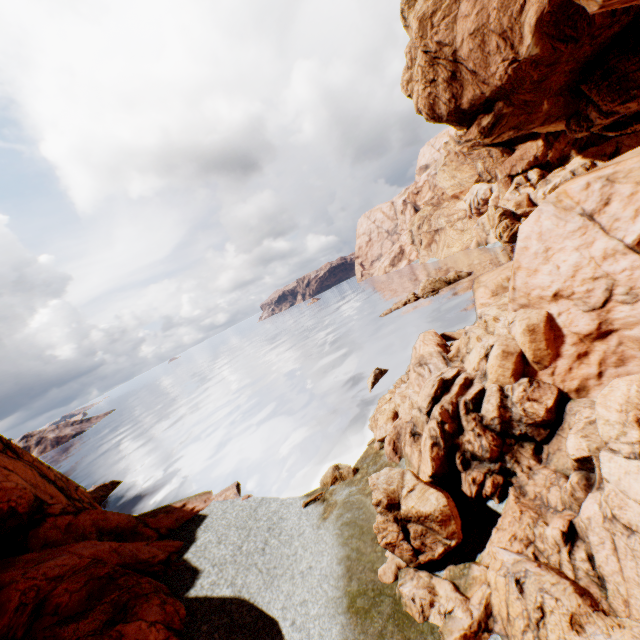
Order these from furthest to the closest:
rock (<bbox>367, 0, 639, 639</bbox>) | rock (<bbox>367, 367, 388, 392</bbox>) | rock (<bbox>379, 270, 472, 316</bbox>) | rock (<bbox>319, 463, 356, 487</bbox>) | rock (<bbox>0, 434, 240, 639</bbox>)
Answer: rock (<bbox>379, 270, 472, 316</bbox>) → rock (<bbox>367, 367, 388, 392</bbox>) → rock (<bbox>319, 463, 356, 487</bbox>) → rock (<bbox>0, 434, 240, 639</bbox>) → rock (<bbox>367, 0, 639, 639</bbox>)

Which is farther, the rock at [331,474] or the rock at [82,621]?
the rock at [331,474]

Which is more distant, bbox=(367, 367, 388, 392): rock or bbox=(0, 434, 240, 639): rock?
bbox=(367, 367, 388, 392): rock

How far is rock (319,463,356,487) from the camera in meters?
20.0 m

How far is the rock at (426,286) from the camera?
55.5 meters

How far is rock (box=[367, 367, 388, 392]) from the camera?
31.50m

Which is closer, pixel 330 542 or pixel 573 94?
pixel 330 542
